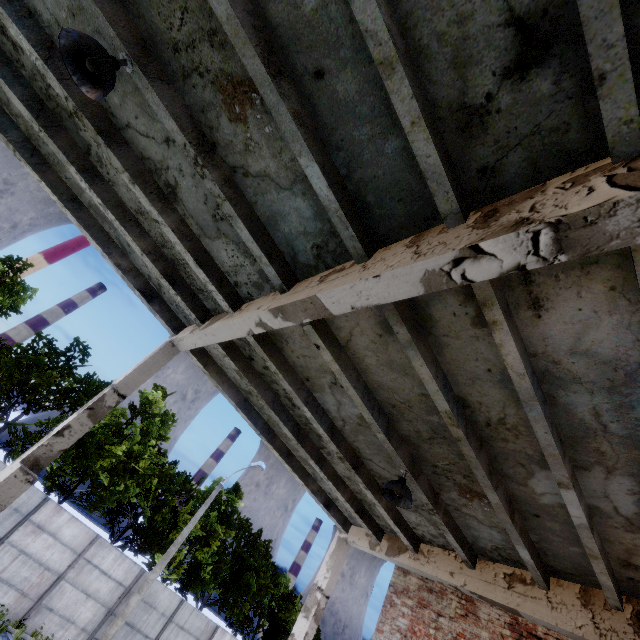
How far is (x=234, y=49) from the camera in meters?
3.0 m

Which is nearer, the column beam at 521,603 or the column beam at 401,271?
the column beam at 401,271

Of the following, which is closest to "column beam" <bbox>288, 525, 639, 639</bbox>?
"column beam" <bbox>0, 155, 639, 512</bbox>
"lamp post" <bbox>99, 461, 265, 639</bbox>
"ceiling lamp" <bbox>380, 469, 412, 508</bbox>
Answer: "ceiling lamp" <bbox>380, 469, 412, 508</bbox>

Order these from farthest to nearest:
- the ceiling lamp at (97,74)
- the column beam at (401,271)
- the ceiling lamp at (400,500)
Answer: the ceiling lamp at (400,500), the ceiling lamp at (97,74), the column beam at (401,271)

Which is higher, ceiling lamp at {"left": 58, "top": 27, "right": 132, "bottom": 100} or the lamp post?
ceiling lamp at {"left": 58, "top": 27, "right": 132, "bottom": 100}

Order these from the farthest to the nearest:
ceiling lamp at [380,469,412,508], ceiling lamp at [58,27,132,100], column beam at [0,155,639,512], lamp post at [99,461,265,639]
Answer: lamp post at [99,461,265,639] < ceiling lamp at [380,469,412,508] < ceiling lamp at [58,27,132,100] < column beam at [0,155,639,512]

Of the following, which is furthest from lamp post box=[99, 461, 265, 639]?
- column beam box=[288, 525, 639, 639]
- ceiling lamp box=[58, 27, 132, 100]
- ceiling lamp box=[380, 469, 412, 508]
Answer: ceiling lamp box=[58, 27, 132, 100]
